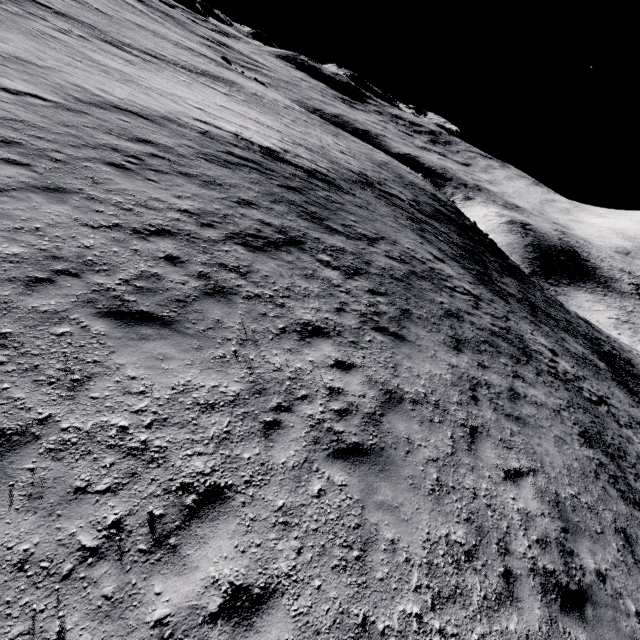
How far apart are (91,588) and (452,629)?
3.9 meters
